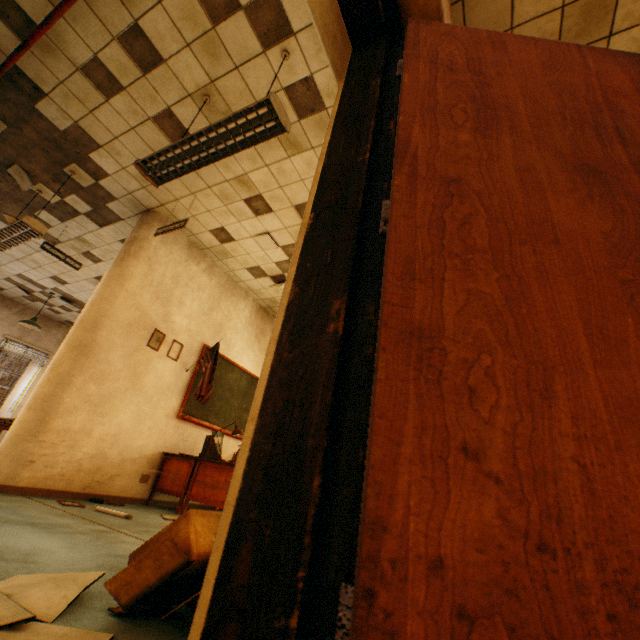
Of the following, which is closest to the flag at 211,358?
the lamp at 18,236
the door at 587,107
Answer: the lamp at 18,236

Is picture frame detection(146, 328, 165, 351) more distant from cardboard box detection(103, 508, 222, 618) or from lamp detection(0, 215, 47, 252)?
cardboard box detection(103, 508, 222, 618)

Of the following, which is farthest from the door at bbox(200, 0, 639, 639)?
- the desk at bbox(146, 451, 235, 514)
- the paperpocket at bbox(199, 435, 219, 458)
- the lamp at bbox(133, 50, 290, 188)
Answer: the paperpocket at bbox(199, 435, 219, 458)

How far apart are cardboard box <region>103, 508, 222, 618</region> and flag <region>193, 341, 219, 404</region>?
3.3m

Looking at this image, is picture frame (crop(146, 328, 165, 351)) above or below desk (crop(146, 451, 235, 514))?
above

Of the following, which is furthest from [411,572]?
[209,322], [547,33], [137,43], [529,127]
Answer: [209,322]

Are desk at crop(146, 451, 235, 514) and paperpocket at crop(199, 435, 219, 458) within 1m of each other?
yes

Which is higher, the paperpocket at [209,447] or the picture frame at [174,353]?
the picture frame at [174,353]
